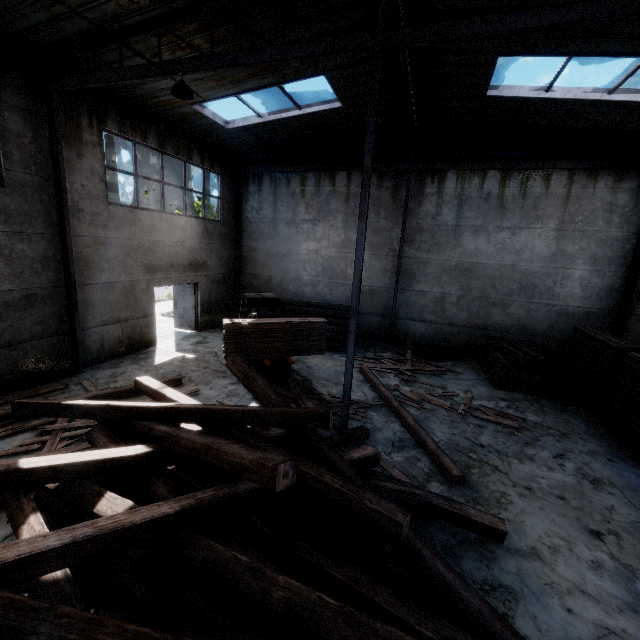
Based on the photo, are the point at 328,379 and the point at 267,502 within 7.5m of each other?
yes

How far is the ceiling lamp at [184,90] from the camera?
6.4 meters

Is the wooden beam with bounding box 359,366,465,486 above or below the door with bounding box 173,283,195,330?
below

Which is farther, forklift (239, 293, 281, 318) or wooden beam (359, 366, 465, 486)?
forklift (239, 293, 281, 318)

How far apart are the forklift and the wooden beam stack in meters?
6.4

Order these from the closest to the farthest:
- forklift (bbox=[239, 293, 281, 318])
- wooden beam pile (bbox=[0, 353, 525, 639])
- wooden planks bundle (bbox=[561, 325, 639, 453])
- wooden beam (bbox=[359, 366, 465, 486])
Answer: wooden beam pile (bbox=[0, 353, 525, 639]) → wooden beam (bbox=[359, 366, 465, 486]) → wooden planks bundle (bbox=[561, 325, 639, 453]) → forklift (bbox=[239, 293, 281, 318])

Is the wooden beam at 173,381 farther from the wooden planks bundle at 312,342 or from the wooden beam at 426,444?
the wooden beam at 426,444

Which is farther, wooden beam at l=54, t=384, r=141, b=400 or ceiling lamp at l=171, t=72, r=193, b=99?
wooden beam at l=54, t=384, r=141, b=400
